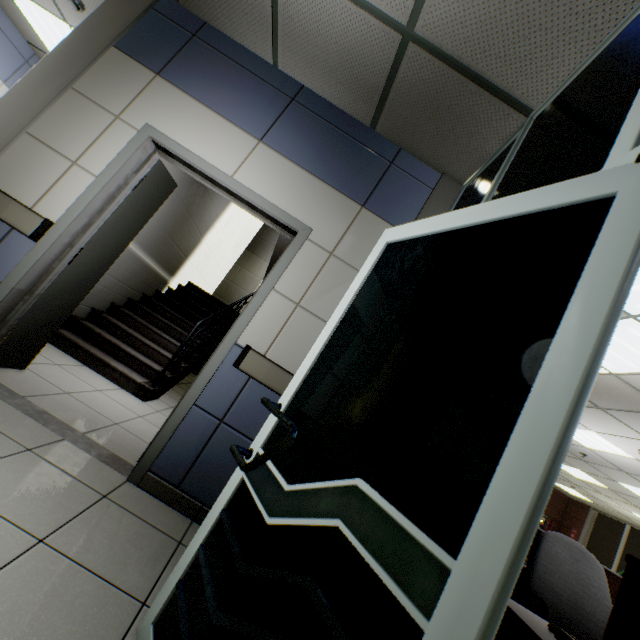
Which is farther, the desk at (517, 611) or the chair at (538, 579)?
the chair at (538, 579)

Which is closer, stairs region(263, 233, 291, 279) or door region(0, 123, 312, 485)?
door region(0, 123, 312, 485)

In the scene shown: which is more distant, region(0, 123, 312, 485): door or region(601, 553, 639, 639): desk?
region(0, 123, 312, 485): door

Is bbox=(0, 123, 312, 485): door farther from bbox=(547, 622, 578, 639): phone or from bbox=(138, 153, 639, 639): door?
bbox=(547, 622, 578, 639): phone

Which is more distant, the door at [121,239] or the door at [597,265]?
the door at [121,239]

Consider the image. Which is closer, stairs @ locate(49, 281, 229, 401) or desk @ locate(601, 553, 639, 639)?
desk @ locate(601, 553, 639, 639)

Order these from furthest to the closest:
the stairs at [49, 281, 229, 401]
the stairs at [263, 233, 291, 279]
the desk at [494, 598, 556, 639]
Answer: the stairs at [263, 233, 291, 279], the stairs at [49, 281, 229, 401], the desk at [494, 598, 556, 639]

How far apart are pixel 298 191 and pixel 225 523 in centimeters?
231cm
